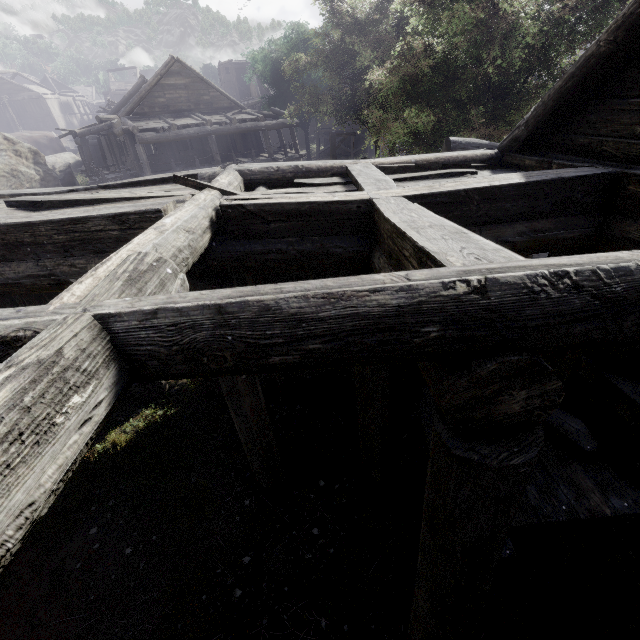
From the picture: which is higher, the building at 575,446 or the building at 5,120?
the building at 5,120

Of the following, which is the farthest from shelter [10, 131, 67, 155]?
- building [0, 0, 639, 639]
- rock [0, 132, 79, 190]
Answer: building [0, 0, 639, 639]

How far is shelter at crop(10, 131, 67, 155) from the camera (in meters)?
39.28

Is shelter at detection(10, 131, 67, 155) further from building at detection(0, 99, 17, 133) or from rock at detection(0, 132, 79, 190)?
building at detection(0, 99, 17, 133)

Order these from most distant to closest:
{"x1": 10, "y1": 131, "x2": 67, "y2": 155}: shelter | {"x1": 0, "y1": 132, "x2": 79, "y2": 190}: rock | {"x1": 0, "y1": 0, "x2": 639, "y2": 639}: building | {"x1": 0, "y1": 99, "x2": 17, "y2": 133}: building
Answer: {"x1": 0, "y1": 99, "x2": 17, "y2": 133}: building
{"x1": 10, "y1": 131, "x2": 67, "y2": 155}: shelter
{"x1": 0, "y1": 132, "x2": 79, "y2": 190}: rock
{"x1": 0, "y1": 0, "x2": 639, "y2": 639}: building

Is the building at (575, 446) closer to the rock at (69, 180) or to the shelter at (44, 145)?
the rock at (69, 180)

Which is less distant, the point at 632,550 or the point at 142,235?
the point at 142,235
